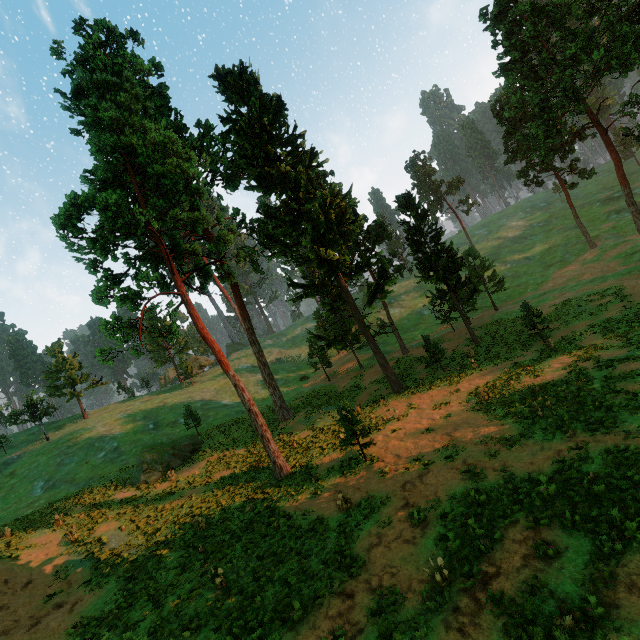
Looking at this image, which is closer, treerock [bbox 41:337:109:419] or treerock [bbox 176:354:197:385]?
treerock [bbox 41:337:109:419]

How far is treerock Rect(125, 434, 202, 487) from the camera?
26.7 meters

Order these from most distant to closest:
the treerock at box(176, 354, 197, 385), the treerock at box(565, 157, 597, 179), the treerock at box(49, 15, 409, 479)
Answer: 1. the treerock at box(176, 354, 197, 385)
2. the treerock at box(565, 157, 597, 179)
3. the treerock at box(49, 15, 409, 479)

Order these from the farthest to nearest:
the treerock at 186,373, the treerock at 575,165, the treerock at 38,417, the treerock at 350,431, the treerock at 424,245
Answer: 1. the treerock at 186,373
2. the treerock at 38,417
3. the treerock at 575,165
4. the treerock at 424,245
5. the treerock at 350,431

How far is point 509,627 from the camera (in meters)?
7.38

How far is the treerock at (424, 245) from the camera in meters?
29.9
